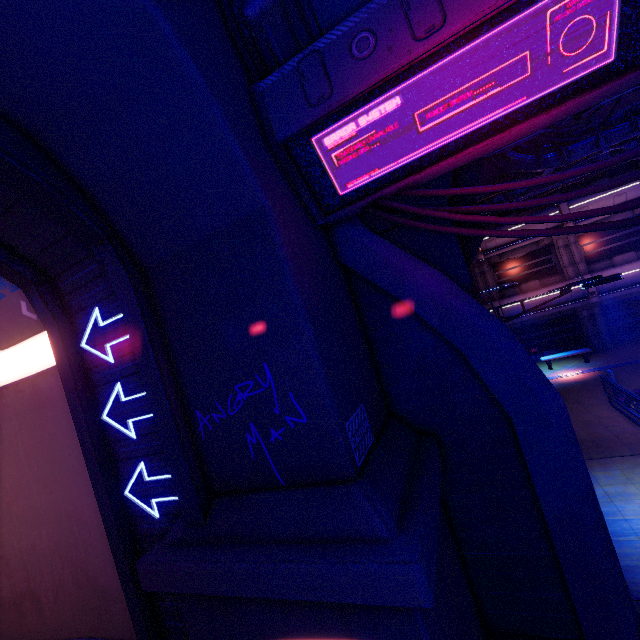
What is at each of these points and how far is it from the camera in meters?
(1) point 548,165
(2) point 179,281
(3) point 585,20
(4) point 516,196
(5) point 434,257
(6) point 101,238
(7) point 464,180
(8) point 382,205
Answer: (1) pipe, 14.0 m
(2) wall arch, 5.0 m
(3) walkway, 3.7 m
(4) pipe, 18.2 m
(5) pillar, 7.3 m
(6) tunnel, 4.9 m
(7) pillar, 7.6 m
(8) cable, 5.5 m

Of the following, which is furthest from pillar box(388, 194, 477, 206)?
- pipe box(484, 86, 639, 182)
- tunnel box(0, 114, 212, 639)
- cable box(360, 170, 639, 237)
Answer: pipe box(484, 86, 639, 182)

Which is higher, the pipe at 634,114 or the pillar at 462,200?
the pipe at 634,114

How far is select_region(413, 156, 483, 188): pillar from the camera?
7.1m

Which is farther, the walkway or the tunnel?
the tunnel

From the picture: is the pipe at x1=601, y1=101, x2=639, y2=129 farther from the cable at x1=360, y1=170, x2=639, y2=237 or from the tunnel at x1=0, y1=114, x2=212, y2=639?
the tunnel at x1=0, y1=114, x2=212, y2=639

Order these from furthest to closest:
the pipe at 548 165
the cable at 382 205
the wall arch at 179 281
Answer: the pipe at 548 165, the cable at 382 205, the wall arch at 179 281

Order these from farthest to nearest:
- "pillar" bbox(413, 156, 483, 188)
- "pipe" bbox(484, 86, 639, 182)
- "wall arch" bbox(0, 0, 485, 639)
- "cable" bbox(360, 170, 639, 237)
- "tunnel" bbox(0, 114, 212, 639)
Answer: "pipe" bbox(484, 86, 639, 182) < "pillar" bbox(413, 156, 483, 188) < "tunnel" bbox(0, 114, 212, 639) < "cable" bbox(360, 170, 639, 237) < "wall arch" bbox(0, 0, 485, 639)
